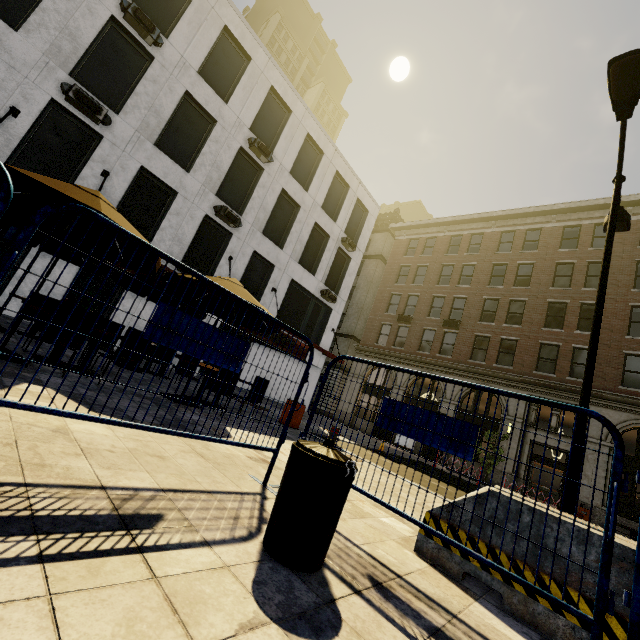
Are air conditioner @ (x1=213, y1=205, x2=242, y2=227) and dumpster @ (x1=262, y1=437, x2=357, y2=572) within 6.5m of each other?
no

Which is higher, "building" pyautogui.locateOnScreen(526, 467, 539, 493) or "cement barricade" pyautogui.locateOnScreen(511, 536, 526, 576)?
"building" pyautogui.locateOnScreen(526, 467, 539, 493)

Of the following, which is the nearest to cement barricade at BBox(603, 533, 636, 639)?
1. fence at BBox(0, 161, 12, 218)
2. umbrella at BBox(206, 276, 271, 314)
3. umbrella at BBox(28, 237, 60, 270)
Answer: fence at BBox(0, 161, 12, 218)

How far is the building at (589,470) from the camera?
16.86m

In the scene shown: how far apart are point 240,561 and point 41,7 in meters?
16.3

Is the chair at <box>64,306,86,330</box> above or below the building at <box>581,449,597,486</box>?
below

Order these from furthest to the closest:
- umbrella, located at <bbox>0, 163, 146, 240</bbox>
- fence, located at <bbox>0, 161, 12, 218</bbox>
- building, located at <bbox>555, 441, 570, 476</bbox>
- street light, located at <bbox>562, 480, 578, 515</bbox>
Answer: building, located at <bbox>555, 441, 570, 476</bbox> < street light, located at <bbox>562, 480, 578, 515</bbox> < umbrella, located at <bbox>0, 163, 146, 240</bbox> < fence, located at <bbox>0, 161, 12, 218</bbox>

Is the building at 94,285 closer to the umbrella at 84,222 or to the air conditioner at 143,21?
the air conditioner at 143,21
